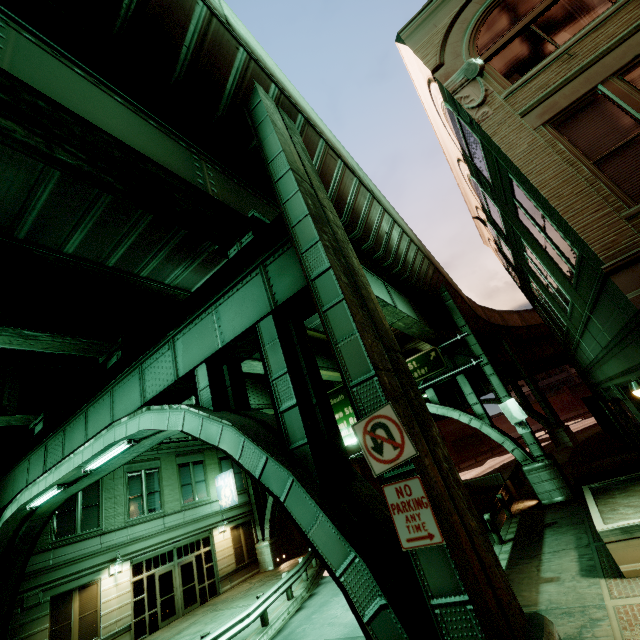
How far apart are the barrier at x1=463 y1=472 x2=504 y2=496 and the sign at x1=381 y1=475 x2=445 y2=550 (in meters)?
23.97

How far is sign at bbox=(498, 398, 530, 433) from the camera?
16.2 meters

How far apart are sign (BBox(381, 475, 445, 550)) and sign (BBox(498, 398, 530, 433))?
15.93m

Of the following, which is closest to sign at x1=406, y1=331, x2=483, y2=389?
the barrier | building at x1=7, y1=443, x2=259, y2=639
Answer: building at x1=7, y1=443, x2=259, y2=639

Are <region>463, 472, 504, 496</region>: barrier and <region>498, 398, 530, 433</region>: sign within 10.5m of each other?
yes

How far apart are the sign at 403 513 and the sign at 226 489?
22.46m

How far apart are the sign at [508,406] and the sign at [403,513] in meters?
15.9

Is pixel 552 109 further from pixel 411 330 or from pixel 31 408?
pixel 31 408
